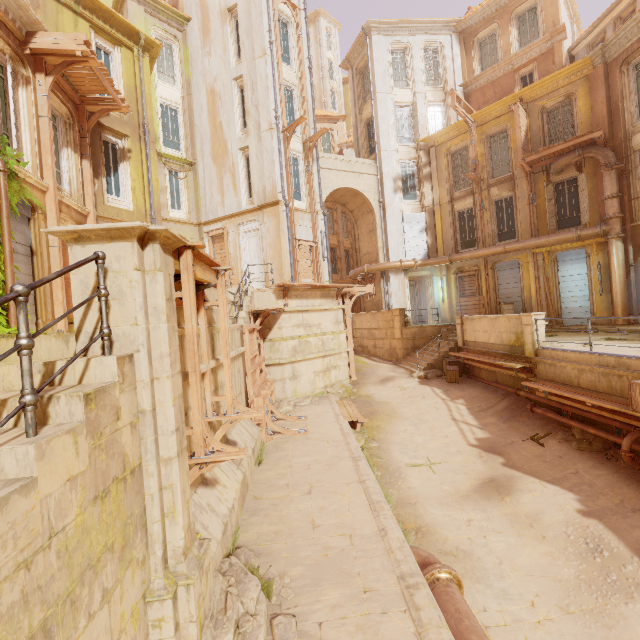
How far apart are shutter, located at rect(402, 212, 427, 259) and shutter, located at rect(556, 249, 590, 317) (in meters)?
6.90

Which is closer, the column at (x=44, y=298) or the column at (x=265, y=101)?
the column at (x=44, y=298)

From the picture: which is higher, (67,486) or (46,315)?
(46,315)

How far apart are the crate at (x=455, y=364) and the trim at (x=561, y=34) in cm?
1879

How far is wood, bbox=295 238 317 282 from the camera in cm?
1720

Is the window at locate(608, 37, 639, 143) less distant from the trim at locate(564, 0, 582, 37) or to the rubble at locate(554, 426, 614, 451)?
the trim at locate(564, 0, 582, 37)

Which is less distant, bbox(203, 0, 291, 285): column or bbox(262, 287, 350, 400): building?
bbox(262, 287, 350, 400): building

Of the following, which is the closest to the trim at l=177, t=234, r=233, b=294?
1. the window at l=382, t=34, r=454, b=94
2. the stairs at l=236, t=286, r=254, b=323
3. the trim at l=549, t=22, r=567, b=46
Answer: the stairs at l=236, t=286, r=254, b=323
